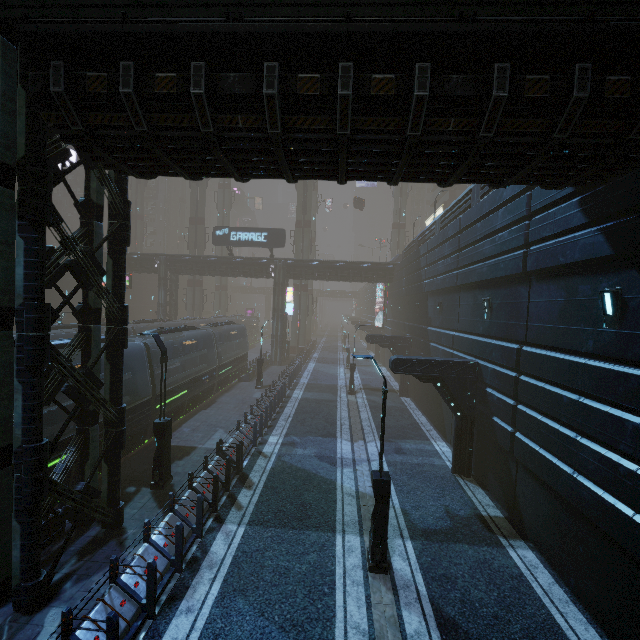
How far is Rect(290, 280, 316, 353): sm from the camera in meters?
45.8

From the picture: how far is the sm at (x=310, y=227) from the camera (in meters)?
45.34

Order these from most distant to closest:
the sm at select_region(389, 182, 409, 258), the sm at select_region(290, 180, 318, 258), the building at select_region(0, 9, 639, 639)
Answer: the sm at select_region(389, 182, 409, 258) → the sm at select_region(290, 180, 318, 258) → the building at select_region(0, 9, 639, 639)

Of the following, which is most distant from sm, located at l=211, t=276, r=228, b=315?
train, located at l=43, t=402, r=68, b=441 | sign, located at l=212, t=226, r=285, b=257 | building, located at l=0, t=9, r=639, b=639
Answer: train, located at l=43, t=402, r=68, b=441

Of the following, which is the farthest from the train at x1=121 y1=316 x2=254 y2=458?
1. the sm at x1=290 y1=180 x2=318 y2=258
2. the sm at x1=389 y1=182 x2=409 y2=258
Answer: the sm at x1=389 y1=182 x2=409 y2=258

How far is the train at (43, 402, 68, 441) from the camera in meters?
10.3 m

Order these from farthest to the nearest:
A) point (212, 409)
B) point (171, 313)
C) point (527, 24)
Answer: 1. point (171, 313)
2. point (212, 409)
3. point (527, 24)

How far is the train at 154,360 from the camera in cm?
1524
